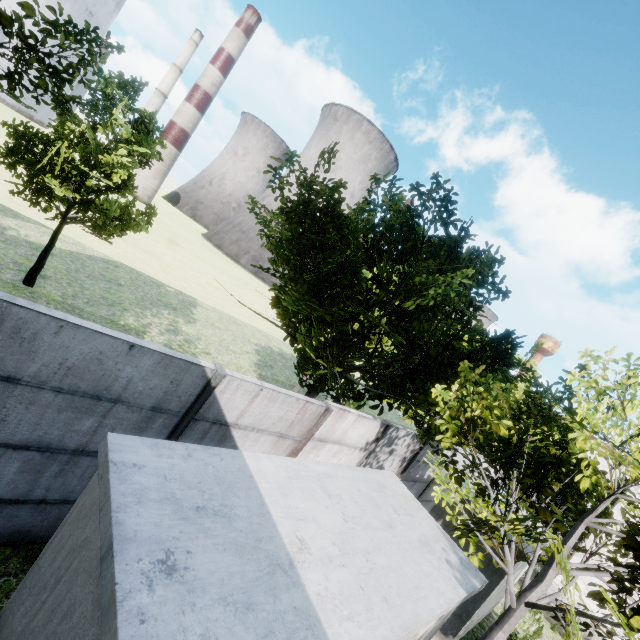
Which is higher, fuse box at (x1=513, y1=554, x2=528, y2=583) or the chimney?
the chimney

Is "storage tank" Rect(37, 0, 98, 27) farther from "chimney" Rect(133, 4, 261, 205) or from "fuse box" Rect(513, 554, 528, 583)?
"fuse box" Rect(513, 554, 528, 583)

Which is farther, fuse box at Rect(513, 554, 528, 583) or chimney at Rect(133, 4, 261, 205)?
chimney at Rect(133, 4, 261, 205)

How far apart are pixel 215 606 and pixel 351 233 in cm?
725

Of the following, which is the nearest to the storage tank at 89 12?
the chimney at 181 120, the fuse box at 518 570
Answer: the chimney at 181 120

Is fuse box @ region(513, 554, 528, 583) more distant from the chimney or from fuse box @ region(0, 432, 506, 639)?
the chimney

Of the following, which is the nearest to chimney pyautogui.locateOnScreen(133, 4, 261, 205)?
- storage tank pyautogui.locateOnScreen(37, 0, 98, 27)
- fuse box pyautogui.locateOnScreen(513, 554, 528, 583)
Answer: storage tank pyautogui.locateOnScreen(37, 0, 98, 27)

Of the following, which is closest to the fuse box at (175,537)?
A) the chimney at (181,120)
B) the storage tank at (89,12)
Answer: the chimney at (181,120)
